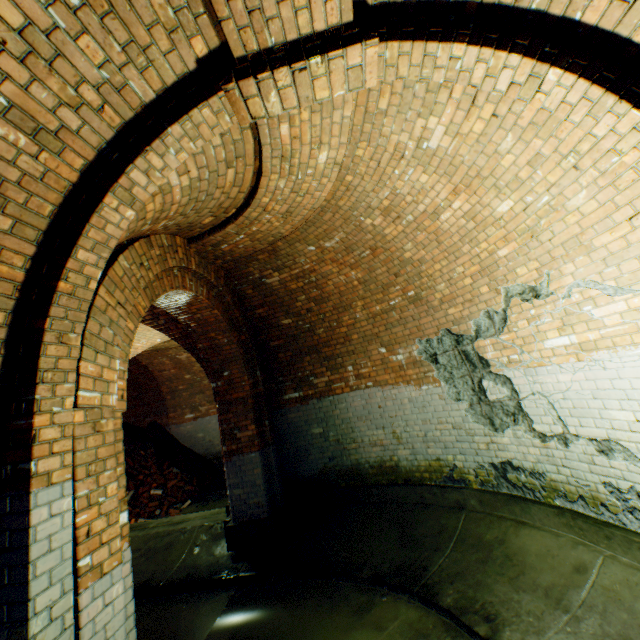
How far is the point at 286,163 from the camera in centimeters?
319cm

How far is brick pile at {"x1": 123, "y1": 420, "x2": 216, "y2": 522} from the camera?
9.5m

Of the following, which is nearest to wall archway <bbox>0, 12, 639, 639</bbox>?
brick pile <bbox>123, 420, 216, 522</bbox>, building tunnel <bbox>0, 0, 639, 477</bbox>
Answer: building tunnel <bbox>0, 0, 639, 477</bbox>

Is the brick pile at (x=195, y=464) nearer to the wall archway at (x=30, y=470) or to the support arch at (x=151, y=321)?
the support arch at (x=151, y=321)

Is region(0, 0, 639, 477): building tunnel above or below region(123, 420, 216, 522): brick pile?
above

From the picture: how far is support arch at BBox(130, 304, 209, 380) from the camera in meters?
6.2 m

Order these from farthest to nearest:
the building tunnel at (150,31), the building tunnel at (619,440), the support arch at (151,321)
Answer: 1. the support arch at (151,321)
2. the building tunnel at (619,440)
3. the building tunnel at (150,31)

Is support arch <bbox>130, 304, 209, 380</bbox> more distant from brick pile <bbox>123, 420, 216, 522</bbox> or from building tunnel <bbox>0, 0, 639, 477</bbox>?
brick pile <bbox>123, 420, 216, 522</bbox>
